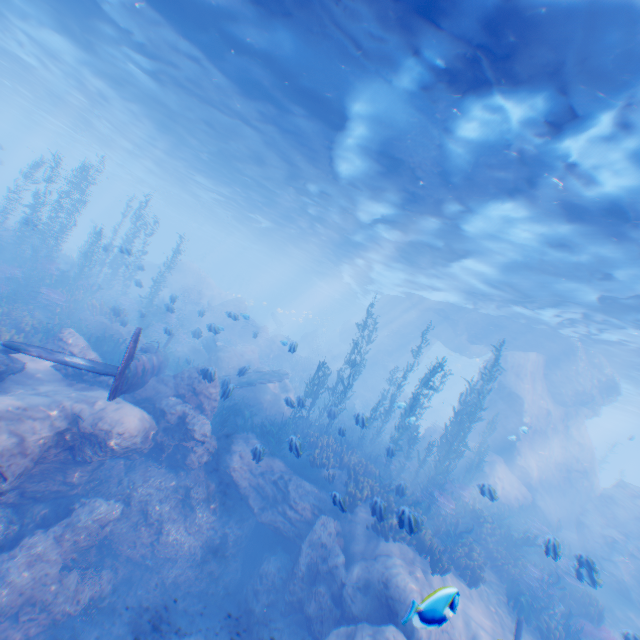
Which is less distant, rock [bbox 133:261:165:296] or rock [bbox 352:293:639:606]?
rock [bbox 352:293:639:606]

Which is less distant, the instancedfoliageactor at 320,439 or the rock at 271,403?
the instancedfoliageactor at 320,439

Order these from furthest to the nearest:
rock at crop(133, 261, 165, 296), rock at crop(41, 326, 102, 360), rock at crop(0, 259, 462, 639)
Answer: rock at crop(133, 261, 165, 296) < rock at crop(41, 326, 102, 360) < rock at crop(0, 259, 462, 639)

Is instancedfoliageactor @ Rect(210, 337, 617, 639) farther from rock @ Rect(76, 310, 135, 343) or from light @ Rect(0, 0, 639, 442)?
light @ Rect(0, 0, 639, 442)

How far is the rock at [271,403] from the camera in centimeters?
1705cm

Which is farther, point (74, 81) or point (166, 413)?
point (74, 81)

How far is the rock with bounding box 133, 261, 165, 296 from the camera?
18.31m

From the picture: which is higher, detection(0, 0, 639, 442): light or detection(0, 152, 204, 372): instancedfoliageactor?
detection(0, 0, 639, 442): light
